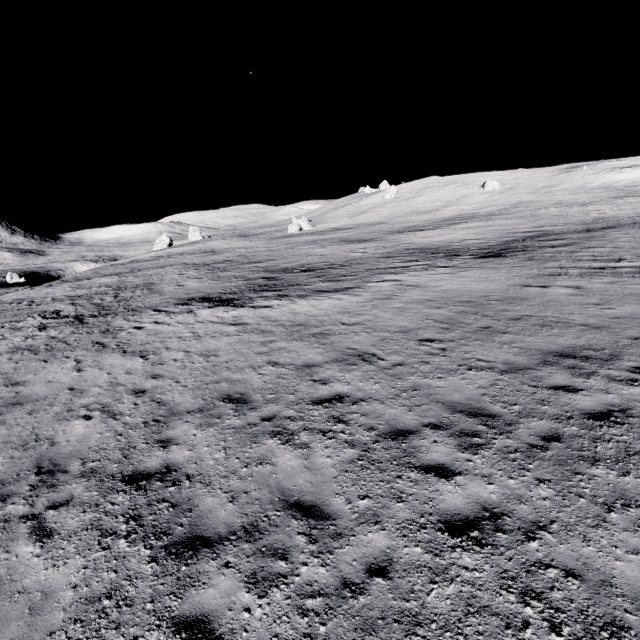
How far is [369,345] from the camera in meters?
11.0
